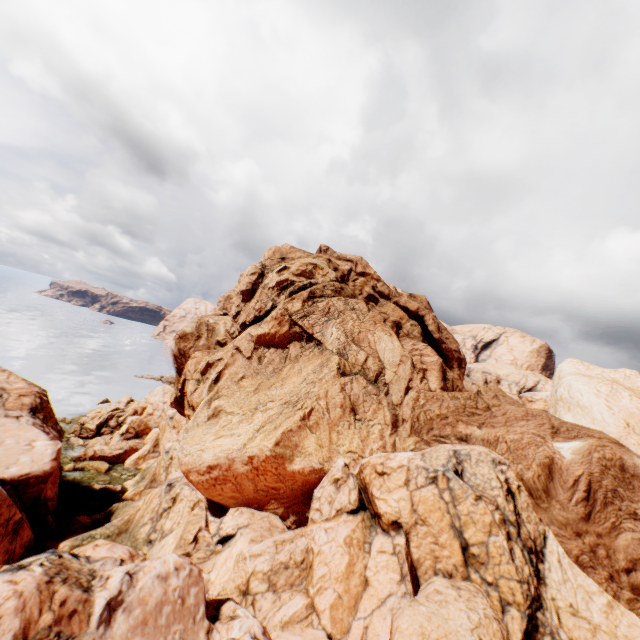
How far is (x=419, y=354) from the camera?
34.78m
